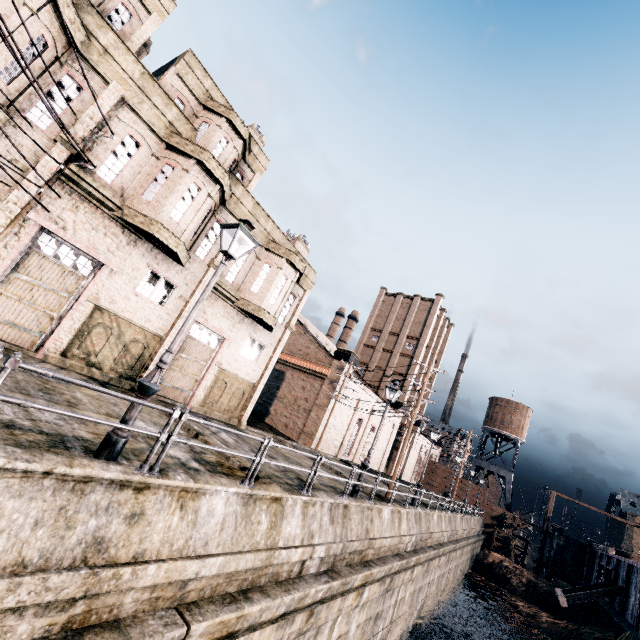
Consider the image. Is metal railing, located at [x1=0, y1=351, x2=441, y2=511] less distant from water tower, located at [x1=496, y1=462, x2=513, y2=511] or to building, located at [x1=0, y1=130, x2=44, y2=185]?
building, located at [x1=0, y1=130, x2=44, y2=185]

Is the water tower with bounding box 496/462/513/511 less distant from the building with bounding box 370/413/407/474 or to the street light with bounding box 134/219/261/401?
the building with bounding box 370/413/407/474

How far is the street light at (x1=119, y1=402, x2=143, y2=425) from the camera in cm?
632

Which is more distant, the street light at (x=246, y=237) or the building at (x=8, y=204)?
the building at (x=8, y=204)

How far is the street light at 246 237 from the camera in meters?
6.5

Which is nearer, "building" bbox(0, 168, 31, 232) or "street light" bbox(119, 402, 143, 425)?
"street light" bbox(119, 402, 143, 425)

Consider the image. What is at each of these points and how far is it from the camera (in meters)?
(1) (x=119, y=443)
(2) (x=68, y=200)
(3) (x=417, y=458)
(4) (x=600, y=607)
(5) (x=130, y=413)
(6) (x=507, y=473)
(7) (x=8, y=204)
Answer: (1) street light, 6.18
(2) building, 12.62
(3) building, 58.22
(4) building, 30.88
(5) street light, 6.35
(6) water tower, 59.41
(7) building, 11.15
